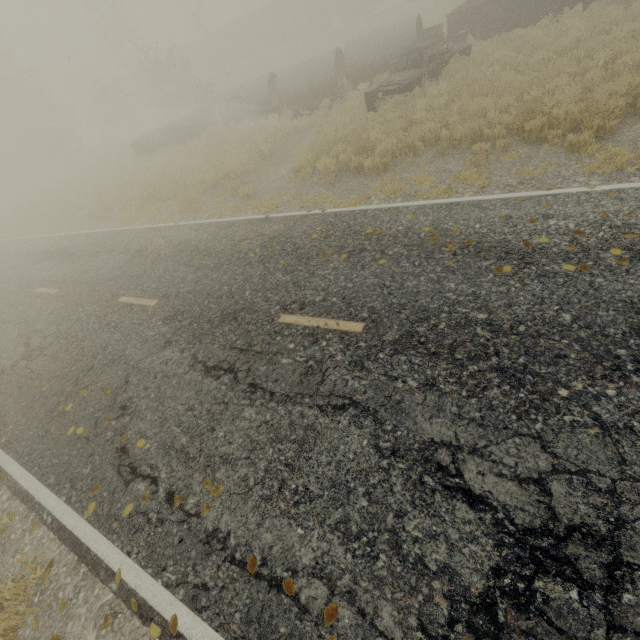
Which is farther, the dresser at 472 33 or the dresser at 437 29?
the dresser at 437 29

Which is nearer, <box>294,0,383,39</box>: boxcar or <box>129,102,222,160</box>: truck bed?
<box>129,102,222,160</box>: truck bed

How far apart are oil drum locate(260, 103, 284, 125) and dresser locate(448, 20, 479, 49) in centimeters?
768cm

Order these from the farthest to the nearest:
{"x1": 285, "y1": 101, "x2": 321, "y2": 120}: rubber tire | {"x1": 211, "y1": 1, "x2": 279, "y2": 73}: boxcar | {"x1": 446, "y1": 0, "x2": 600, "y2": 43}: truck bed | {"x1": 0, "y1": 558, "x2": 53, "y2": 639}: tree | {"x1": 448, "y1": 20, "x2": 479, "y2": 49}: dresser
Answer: {"x1": 211, "y1": 1, "x2": 279, "y2": 73}: boxcar < {"x1": 285, "y1": 101, "x2": 321, "y2": 120}: rubber tire < {"x1": 448, "y1": 20, "x2": 479, "y2": 49}: dresser < {"x1": 446, "y1": 0, "x2": 600, "y2": 43}: truck bed < {"x1": 0, "y1": 558, "x2": 53, "y2": 639}: tree

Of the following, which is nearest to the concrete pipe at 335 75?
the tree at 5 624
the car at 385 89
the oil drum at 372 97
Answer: the car at 385 89

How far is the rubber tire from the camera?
16.3m

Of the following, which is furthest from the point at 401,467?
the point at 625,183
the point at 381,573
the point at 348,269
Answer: the point at 625,183

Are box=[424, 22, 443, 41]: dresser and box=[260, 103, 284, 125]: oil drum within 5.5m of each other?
no
